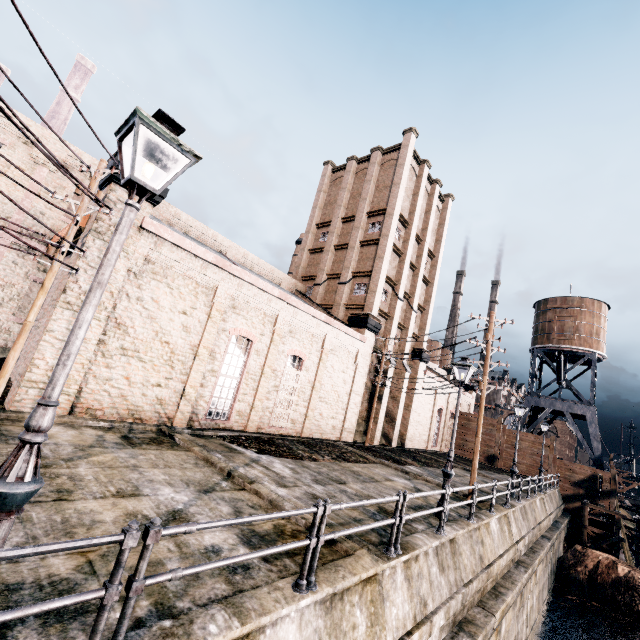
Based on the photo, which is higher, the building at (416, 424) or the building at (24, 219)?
the building at (24, 219)

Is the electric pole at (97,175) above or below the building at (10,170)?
below

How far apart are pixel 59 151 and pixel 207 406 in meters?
17.6 m

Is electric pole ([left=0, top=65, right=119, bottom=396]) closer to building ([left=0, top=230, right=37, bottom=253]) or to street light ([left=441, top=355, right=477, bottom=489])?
building ([left=0, top=230, right=37, bottom=253])

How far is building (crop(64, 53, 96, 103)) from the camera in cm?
5544

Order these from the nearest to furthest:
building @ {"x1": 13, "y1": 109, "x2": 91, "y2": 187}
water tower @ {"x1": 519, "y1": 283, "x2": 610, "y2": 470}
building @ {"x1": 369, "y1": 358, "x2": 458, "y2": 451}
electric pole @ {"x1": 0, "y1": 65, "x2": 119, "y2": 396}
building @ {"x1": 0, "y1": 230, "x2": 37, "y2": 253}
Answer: electric pole @ {"x1": 0, "y1": 65, "x2": 119, "y2": 396}
building @ {"x1": 0, "y1": 230, "x2": 37, "y2": 253}
building @ {"x1": 13, "y1": 109, "x2": 91, "y2": 187}
building @ {"x1": 369, "y1": 358, "x2": 458, "y2": 451}
water tower @ {"x1": 519, "y1": 283, "x2": 610, "y2": 470}

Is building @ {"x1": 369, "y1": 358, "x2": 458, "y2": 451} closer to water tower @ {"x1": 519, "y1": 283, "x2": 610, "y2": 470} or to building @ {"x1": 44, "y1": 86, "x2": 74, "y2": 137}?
water tower @ {"x1": 519, "y1": 283, "x2": 610, "y2": 470}
